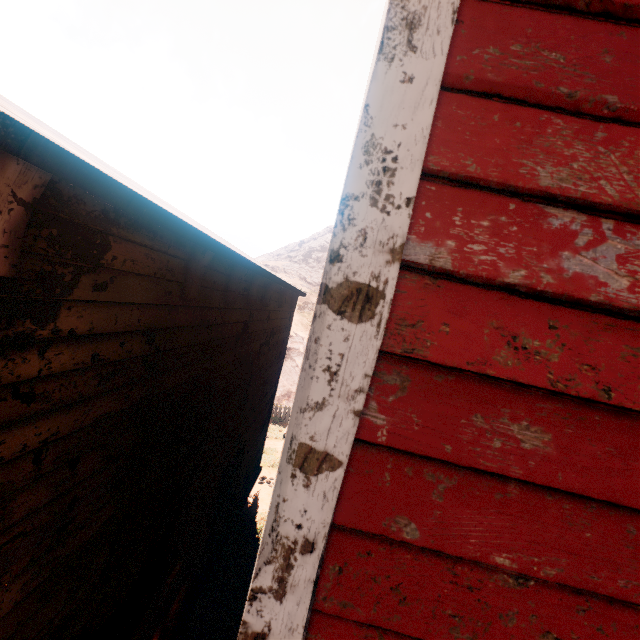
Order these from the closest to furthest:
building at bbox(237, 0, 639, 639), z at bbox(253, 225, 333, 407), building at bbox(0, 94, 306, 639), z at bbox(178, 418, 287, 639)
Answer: building at bbox(237, 0, 639, 639) → building at bbox(0, 94, 306, 639) → z at bbox(178, 418, 287, 639) → z at bbox(253, 225, 333, 407)

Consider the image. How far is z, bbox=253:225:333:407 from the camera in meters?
21.4 m

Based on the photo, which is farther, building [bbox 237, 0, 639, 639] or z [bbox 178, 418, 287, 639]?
z [bbox 178, 418, 287, 639]

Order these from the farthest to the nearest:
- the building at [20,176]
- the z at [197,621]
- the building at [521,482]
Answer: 1. the z at [197,621]
2. the building at [20,176]
3. the building at [521,482]

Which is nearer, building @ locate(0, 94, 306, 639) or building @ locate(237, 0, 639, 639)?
building @ locate(237, 0, 639, 639)

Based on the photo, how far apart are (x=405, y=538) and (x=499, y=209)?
0.8m

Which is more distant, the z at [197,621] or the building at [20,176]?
the z at [197,621]

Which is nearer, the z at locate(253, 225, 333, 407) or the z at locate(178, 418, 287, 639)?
the z at locate(178, 418, 287, 639)
